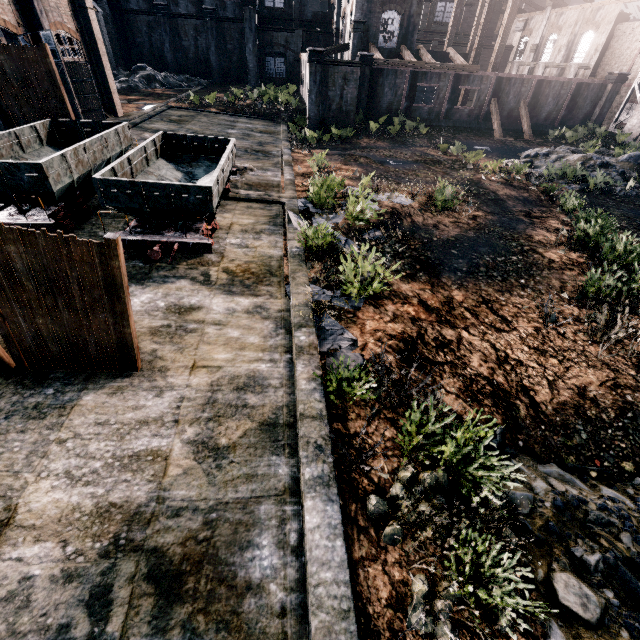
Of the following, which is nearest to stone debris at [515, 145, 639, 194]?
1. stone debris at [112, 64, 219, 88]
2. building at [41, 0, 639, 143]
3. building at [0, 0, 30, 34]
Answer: building at [41, 0, 639, 143]

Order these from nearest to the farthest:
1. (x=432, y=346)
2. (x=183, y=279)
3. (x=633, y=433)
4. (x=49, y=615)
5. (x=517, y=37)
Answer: (x=49, y=615), (x=633, y=433), (x=432, y=346), (x=183, y=279), (x=517, y=37)

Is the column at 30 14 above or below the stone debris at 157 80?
above

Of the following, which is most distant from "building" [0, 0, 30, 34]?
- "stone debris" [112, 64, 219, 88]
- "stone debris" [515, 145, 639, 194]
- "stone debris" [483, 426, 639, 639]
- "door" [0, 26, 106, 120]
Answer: "stone debris" [515, 145, 639, 194]

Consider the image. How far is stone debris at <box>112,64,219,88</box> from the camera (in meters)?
41.88

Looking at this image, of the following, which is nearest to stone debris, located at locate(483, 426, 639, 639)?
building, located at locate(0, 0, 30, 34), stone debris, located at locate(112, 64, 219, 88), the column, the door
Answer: building, located at locate(0, 0, 30, 34)

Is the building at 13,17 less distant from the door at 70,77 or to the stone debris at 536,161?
the door at 70,77

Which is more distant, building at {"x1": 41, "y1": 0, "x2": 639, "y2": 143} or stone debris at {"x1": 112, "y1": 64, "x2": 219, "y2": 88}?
stone debris at {"x1": 112, "y1": 64, "x2": 219, "y2": 88}
